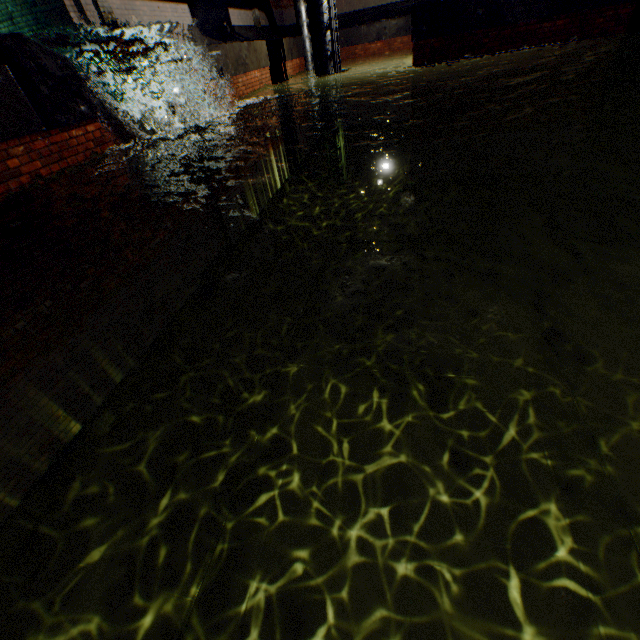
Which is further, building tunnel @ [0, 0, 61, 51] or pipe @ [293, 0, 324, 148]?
pipe @ [293, 0, 324, 148]

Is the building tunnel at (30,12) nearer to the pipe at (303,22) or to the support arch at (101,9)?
the pipe at (303,22)

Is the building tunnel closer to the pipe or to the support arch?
the pipe

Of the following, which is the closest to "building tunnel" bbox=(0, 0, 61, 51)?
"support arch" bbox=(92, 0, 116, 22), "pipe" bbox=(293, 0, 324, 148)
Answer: "pipe" bbox=(293, 0, 324, 148)

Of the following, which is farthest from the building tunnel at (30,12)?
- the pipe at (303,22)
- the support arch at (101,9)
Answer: the support arch at (101,9)

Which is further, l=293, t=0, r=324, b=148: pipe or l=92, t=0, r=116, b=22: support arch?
l=293, t=0, r=324, b=148: pipe

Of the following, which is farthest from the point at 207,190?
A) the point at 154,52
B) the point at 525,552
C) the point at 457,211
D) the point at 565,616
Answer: the point at 565,616
